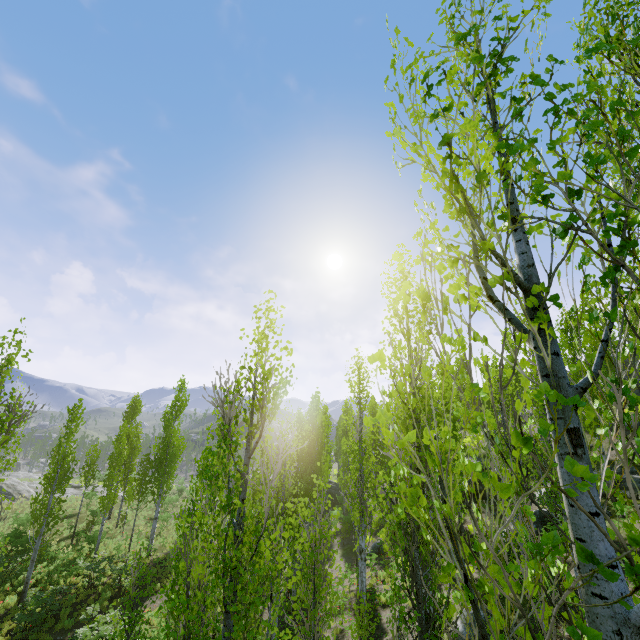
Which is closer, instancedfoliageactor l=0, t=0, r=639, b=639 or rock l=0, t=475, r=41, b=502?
instancedfoliageactor l=0, t=0, r=639, b=639

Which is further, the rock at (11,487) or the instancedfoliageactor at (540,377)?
the rock at (11,487)

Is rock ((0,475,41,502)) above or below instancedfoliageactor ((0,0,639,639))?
below

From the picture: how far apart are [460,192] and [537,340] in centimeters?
85cm

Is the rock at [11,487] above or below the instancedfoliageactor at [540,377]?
below
